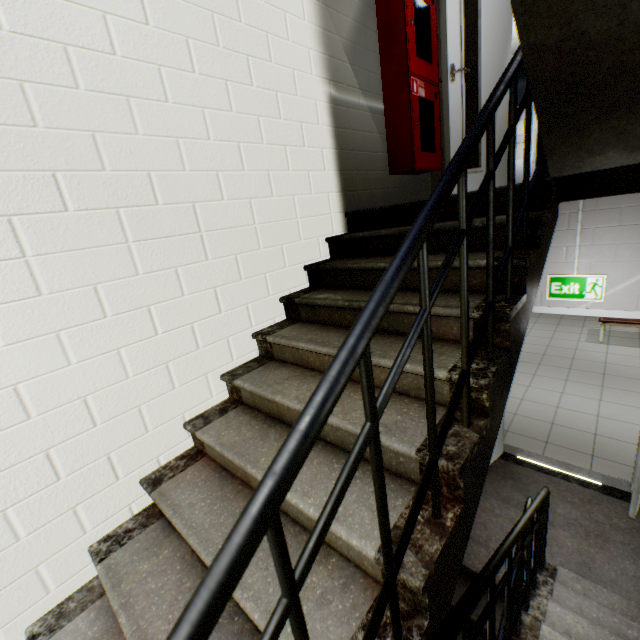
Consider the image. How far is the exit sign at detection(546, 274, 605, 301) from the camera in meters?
3.2

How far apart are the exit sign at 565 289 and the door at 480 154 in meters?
1.0 m

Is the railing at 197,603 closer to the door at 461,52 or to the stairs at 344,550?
the stairs at 344,550

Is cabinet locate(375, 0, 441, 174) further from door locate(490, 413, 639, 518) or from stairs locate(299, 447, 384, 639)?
door locate(490, 413, 639, 518)

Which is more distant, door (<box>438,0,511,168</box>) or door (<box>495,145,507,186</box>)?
door (<box>495,145,507,186</box>)

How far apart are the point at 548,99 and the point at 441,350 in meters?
1.1 m

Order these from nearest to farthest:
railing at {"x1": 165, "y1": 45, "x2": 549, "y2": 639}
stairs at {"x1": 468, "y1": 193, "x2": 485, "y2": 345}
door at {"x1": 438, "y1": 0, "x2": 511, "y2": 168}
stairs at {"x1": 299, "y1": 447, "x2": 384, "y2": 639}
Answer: railing at {"x1": 165, "y1": 45, "x2": 549, "y2": 639} < stairs at {"x1": 299, "y1": 447, "x2": 384, "y2": 639} < stairs at {"x1": 468, "y1": 193, "x2": 485, "y2": 345} < door at {"x1": 438, "y1": 0, "x2": 511, "y2": 168}

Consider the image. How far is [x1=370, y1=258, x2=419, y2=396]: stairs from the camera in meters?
1.6 m
